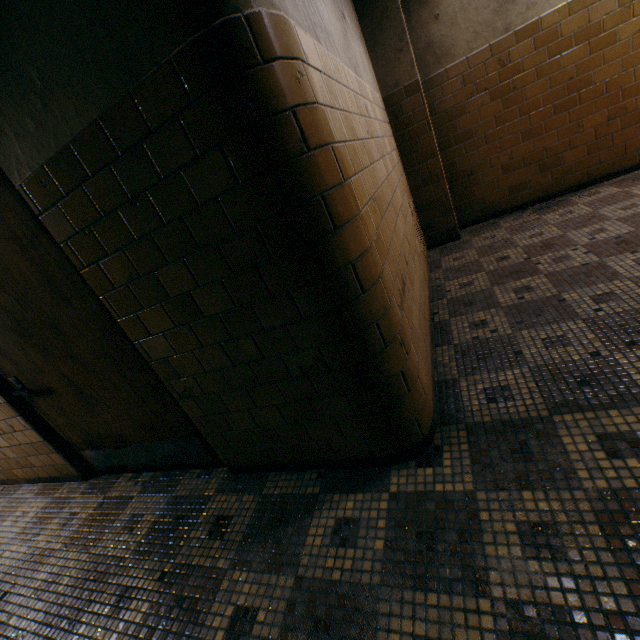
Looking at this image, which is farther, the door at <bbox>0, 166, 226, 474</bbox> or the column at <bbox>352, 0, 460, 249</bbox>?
the column at <bbox>352, 0, 460, 249</bbox>

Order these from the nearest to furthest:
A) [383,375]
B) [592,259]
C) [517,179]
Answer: [383,375] < [592,259] < [517,179]

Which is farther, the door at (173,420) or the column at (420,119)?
the column at (420,119)
